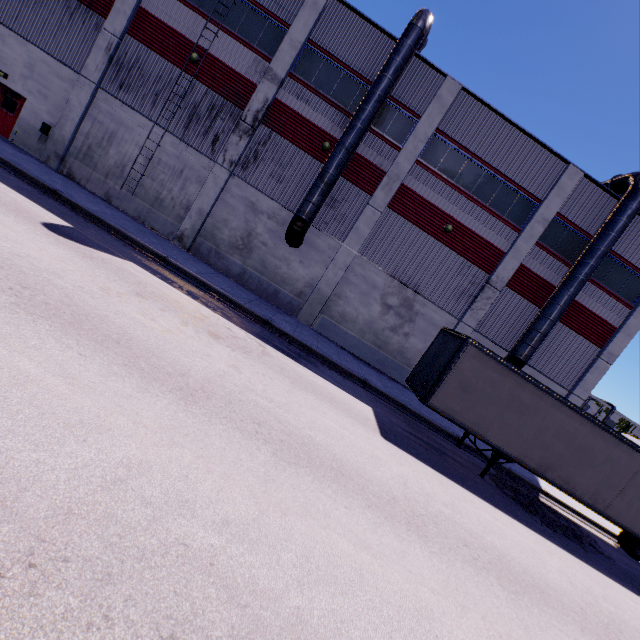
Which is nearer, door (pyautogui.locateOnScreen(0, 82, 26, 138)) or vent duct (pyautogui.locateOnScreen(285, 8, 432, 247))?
vent duct (pyautogui.locateOnScreen(285, 8, 432, 247))

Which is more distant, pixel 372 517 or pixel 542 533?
pixel 542 533

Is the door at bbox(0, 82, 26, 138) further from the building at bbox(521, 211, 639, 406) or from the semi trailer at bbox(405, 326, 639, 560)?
the semi trailer at bbox(405, 326, 639, 560)

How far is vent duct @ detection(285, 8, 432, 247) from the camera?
14.8 meters

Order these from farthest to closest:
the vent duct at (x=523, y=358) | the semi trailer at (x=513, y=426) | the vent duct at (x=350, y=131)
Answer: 1. the vent duct at (x=523, y=358)
2. the vent duct at (x=350, y=131)
3. the semi trailer at (x=513, y=426)

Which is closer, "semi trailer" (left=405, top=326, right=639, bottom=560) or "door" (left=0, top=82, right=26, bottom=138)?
"semi trailer" (left=405, top=326, right=639, bottom=560)

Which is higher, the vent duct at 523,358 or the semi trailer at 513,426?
the vent duct at 523,358

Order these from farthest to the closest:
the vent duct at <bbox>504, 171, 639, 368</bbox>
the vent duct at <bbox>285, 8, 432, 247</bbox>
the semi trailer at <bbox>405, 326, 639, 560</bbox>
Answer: the vent duct at <bbox>504, 171, 639, 368</bbox> → the vent duct at <bbox>285, 8, 432, 247</bbox> → the semi trailer at <bbox>405, 326, 639, 560</bbox>
